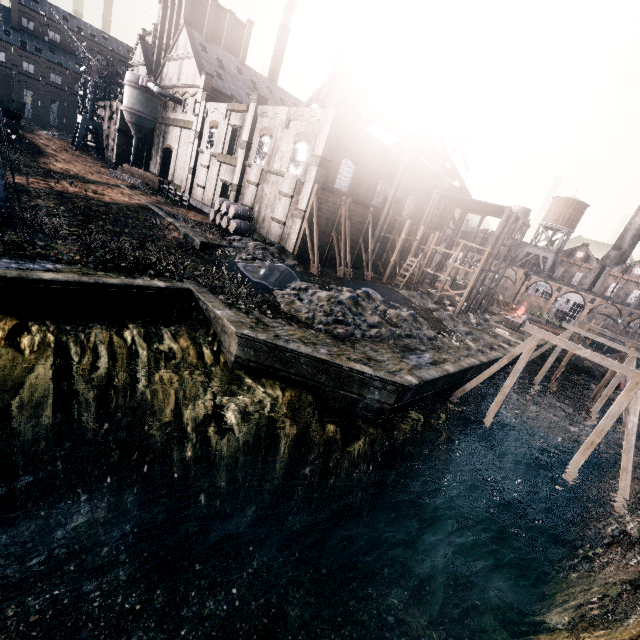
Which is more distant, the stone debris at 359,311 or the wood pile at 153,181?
the wood pile at 153,181

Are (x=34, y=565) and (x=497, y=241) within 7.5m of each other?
no

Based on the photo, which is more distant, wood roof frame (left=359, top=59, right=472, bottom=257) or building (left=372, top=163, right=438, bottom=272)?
building (left=372, top=163, right=438, bottom=272)

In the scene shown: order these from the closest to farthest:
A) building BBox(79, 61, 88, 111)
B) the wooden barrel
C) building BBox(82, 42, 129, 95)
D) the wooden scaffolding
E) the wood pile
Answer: the wooden barrel, the wooden scaffolding, the wood pile, building BBox(82, 42, 129, 95), building BBox(79, 61, 88, 111)

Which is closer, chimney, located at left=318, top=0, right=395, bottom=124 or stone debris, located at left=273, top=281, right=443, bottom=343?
stone debris, located at left=273, top=281, right=443, bottom=343

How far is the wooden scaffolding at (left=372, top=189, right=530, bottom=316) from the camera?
33.91m

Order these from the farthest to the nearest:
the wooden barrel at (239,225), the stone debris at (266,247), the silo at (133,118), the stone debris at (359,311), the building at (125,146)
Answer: the building at (125,146)
the silo at (133,118)
the wooden barrel at (239,225)
the stone debris at (266,247)
the stone debris at (359,311)

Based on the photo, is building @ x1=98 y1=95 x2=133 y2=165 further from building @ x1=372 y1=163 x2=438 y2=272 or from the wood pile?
building @ x1=372 y1=163 x2=438 y2=272
